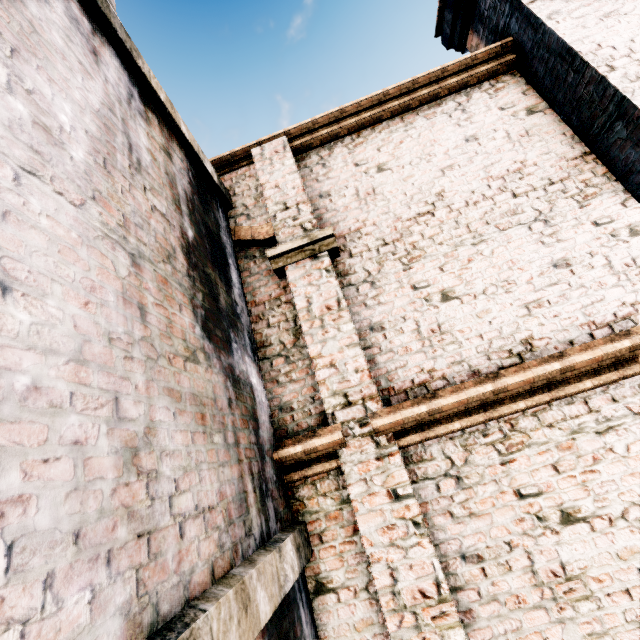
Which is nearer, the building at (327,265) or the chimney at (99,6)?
the chimney at (99,6)

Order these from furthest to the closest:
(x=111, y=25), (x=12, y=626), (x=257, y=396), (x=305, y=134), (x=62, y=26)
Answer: (x=305, y=134) < (x=257, y=396) < (x=111, y=25) < (x=62, y=26) < (x=12, y=626)

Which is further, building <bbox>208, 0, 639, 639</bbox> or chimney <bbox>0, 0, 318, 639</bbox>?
building <bbox>208, 0, 639, 639</bbox>
